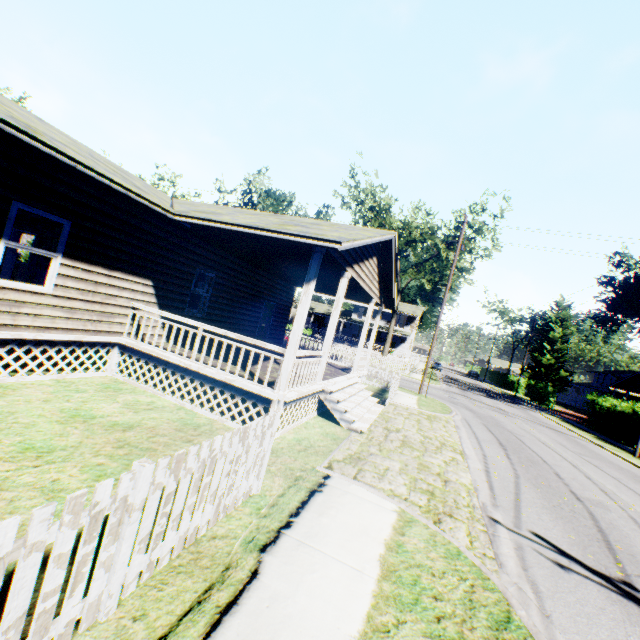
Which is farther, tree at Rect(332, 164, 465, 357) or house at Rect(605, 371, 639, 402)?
house at Rect(605, 371, 639, 402)

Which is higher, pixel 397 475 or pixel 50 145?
pixel 50 145

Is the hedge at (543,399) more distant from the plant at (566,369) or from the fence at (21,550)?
the fence at (21,550)

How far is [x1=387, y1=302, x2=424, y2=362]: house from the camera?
46.44m

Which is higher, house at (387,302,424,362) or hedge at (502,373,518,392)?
house at (387,302,424,362)

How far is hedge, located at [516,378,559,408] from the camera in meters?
40.6 m

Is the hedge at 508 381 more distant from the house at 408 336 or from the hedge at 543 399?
the house at 408 336

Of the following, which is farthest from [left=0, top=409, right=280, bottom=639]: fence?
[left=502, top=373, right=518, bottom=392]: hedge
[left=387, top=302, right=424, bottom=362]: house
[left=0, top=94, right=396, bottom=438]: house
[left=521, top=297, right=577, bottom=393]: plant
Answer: [left=521, top=297, right=577, bottom=393]: plant
